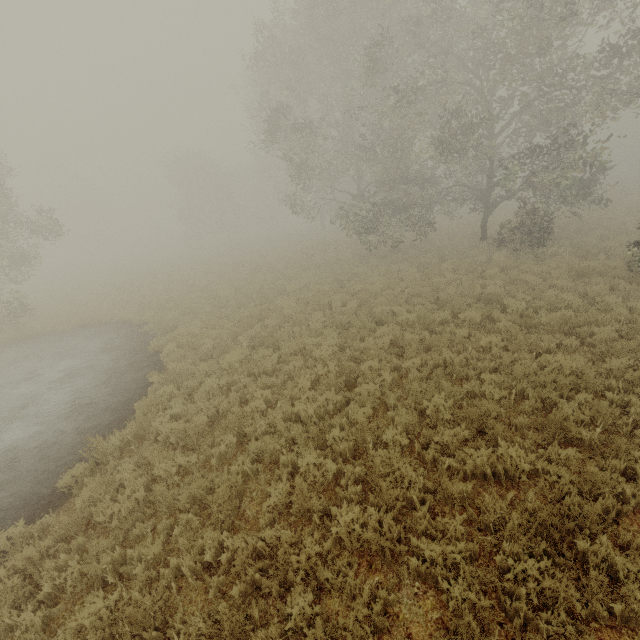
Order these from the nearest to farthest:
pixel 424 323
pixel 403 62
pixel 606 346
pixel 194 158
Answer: pixel 606 346, pixel 424 323, pixel 403 62, pixel 194 158
